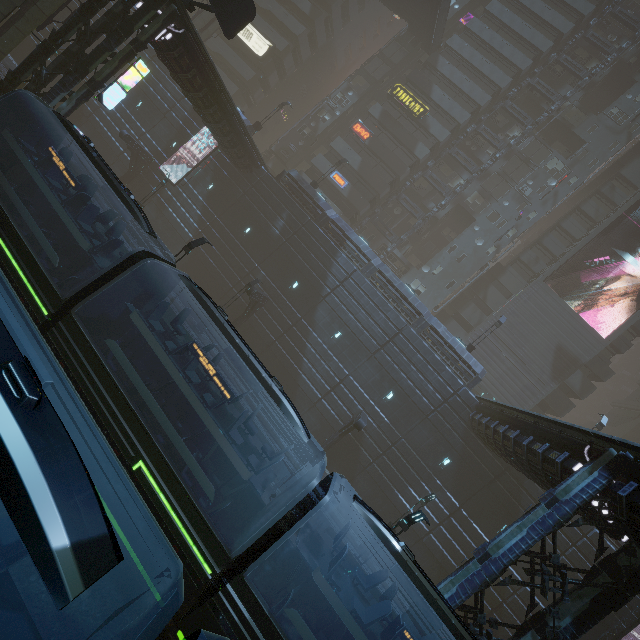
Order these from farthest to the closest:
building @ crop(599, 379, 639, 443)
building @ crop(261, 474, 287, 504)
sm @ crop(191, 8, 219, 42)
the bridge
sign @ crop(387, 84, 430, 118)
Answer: building @ crop(599, 379, 639, 443) → sign @ crop(387, 84, 430, 118) → sm @ crop(191, 8, 219, 42) → the bridge → building @ crop(261, 474, 287, 504)

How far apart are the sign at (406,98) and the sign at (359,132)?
A: 4.28m

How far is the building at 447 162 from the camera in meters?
38.4 m

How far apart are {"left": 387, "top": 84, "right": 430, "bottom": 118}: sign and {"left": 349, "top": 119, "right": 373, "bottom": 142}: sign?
4.3m

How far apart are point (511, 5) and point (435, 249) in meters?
28.8

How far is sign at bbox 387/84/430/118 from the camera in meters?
36.8

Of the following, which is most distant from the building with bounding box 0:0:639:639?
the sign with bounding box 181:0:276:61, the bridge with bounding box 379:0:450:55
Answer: the bridge with bounding box 379:0:450:55

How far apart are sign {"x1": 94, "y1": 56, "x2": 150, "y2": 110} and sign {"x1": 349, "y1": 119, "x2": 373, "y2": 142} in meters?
25.5 m
